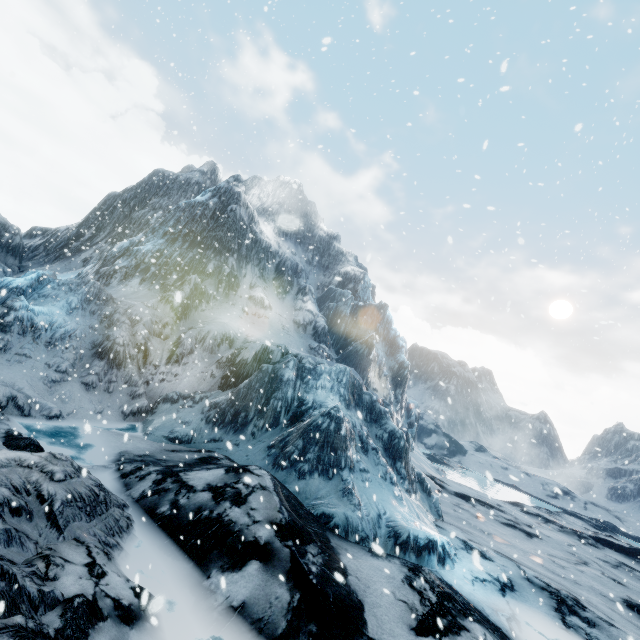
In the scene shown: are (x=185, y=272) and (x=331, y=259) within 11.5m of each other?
no
